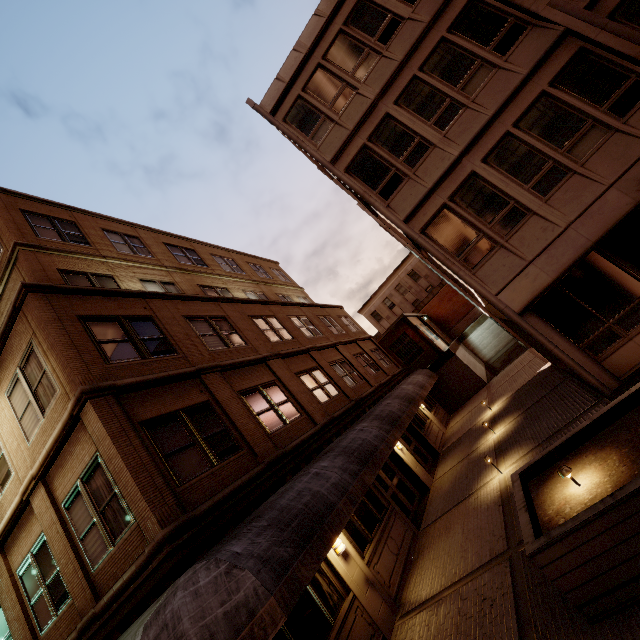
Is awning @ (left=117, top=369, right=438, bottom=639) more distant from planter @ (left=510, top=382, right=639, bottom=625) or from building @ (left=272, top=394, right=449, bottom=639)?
planter @ (left=510, top=382, right=639, bottom=625)

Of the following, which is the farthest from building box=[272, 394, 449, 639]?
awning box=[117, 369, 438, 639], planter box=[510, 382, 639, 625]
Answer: planter box=[510, 382, 639, 625]

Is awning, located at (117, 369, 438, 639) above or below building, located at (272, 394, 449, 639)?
above

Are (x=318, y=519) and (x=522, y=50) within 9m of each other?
no

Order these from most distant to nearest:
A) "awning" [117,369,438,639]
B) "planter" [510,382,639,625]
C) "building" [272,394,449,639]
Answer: "building" [272,394,449,639]
"awning" [117,369,438,639]
"planter" [510,382,639,625]

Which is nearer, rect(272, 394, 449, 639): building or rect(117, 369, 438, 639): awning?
→ rect(117, 369, 438, 639): awning

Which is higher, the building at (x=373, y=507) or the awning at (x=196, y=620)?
the awning at (x=196, y=620)

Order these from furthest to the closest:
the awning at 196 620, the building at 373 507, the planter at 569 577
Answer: the building at 373 507 → the awning at 196 620 → the planter at 569 577
